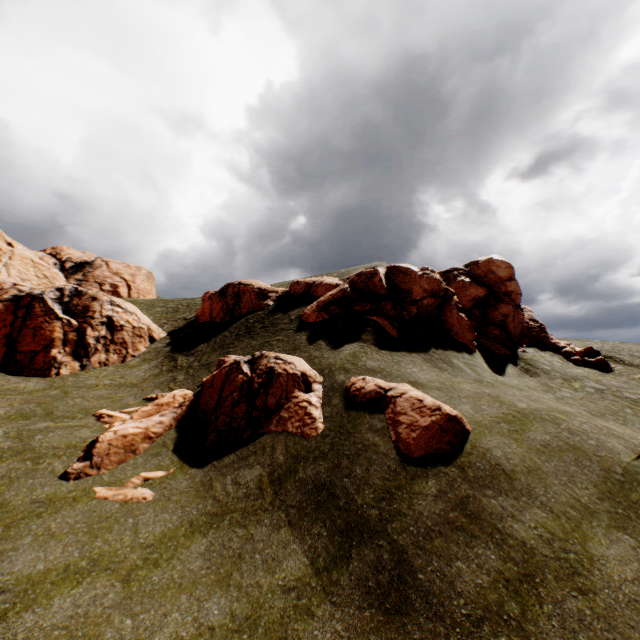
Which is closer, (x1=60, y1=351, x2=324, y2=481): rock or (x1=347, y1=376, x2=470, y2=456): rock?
(x1=347, y1=376, x2=470, y2=456): rock

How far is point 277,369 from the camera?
14.8m

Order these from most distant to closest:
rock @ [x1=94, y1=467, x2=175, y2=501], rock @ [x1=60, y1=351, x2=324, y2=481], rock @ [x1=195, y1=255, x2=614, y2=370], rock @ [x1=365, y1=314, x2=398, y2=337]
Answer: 1. rock @ [x1=195, y1=255, x2=614, y2=370]
2. rock @ [x1=365, y1=314, x2=398, y2=337]
3. rock @ [x1=60, y1=351, x2=324, y2=481]
4. rock @ [x1=94, y1=467, x2=175, y2=501]

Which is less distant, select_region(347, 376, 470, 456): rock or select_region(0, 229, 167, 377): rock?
select_region(347, 376, 470, 456): rock

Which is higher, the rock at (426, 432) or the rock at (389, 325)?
the rock at (389, 325)

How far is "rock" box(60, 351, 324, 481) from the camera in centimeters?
1249cm

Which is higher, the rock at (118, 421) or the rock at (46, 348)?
the rock at (46, 348)
